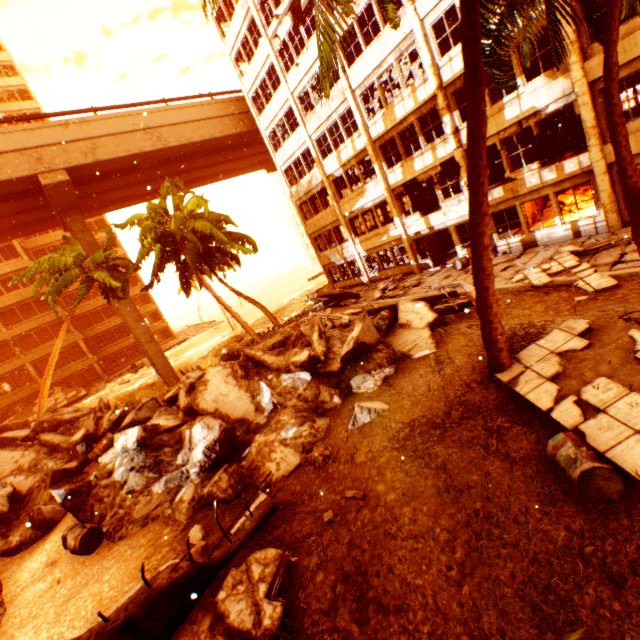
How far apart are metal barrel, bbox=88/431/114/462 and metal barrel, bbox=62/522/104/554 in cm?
289

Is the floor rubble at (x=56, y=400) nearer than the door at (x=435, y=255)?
No

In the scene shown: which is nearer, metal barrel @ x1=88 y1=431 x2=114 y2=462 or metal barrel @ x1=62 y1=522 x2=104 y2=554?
metal barrel @ x1=62 y1=522 x2=104 y2=554

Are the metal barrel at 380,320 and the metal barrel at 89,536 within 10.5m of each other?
yes

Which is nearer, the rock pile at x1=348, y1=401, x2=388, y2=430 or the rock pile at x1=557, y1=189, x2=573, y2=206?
the rock pile at x1=348, y1=401, x2=388, y2=430

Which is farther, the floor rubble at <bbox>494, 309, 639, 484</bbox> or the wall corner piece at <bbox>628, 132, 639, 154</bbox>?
the wall corner piece at <bbox>628, 132, 639, 154</bbox>

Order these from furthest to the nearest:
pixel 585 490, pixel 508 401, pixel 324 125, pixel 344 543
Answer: pixel 324 125 → pixel 508 401 → pixel 344 543 → pixel 585 490

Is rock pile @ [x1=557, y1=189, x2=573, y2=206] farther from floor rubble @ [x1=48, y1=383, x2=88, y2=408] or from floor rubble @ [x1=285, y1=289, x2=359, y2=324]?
floor rubble @ [x1=48, y1=383, x2=88, y2=408]
